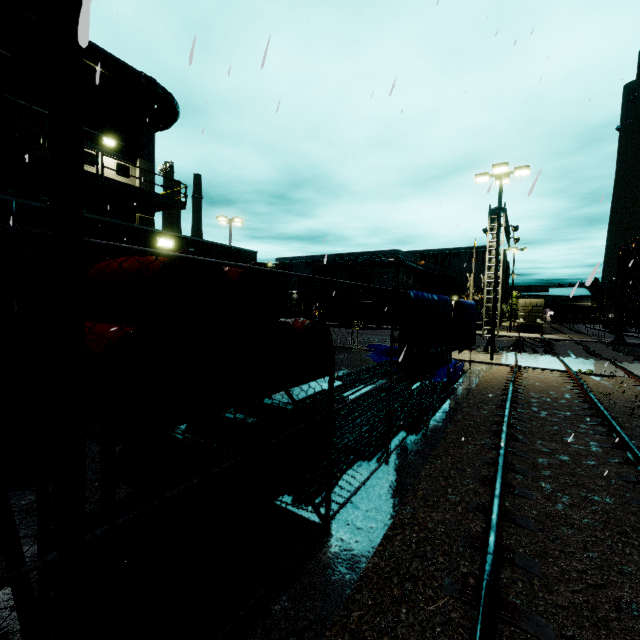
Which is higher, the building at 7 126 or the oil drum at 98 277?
the building at 7 126

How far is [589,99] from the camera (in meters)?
9.63

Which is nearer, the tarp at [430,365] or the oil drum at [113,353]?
the oil drum at [113,353]

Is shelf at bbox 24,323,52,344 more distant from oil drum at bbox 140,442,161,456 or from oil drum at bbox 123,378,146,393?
oil drum at bbox 140,442,161,456

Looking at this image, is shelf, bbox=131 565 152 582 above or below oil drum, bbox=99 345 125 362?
below

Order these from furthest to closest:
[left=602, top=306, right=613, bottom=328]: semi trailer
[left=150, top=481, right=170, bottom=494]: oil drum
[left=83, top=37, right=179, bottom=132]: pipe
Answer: [left=602, top=306, right=613, bottom=328]: semi trailer → [left=83, top=37, right=179, bottom=132]: pipe → [left=150, top=481, right=170, bottom=494]: oil drum

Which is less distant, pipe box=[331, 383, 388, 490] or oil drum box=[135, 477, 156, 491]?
oil drum box=[135, 477, 156, 491]

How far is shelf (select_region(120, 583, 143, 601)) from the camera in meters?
1.9
